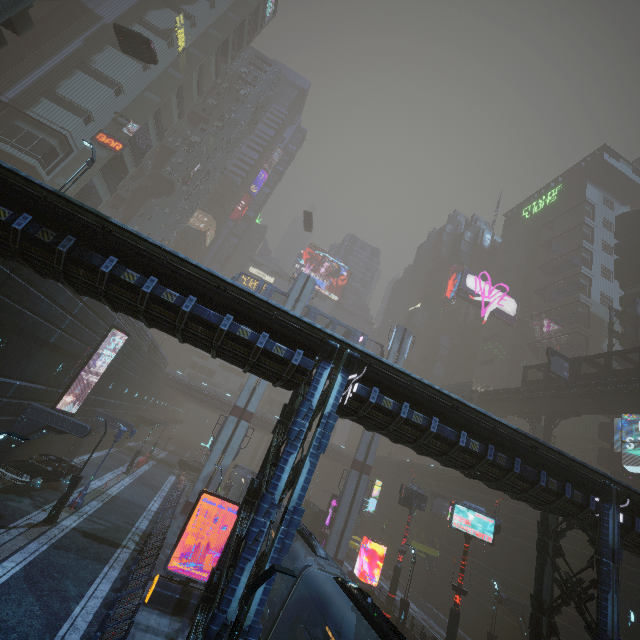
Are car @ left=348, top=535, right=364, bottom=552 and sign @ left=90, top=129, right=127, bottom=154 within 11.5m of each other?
no

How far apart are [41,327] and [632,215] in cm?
6856

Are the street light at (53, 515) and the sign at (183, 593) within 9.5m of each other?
yes

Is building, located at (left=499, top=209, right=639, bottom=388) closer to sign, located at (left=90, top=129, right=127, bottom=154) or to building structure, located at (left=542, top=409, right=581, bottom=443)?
sign, located at (left=90, top=129, right=127, bottom=154)

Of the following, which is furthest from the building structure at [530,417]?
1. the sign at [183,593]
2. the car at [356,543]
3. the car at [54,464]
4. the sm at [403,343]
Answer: the car at [54,464]

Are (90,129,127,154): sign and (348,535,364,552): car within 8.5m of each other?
no

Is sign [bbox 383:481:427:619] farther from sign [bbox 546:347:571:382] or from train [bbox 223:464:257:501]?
sign [bbox 546:347:571:382]

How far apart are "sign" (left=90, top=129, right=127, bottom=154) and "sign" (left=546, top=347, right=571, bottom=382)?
55.1m
